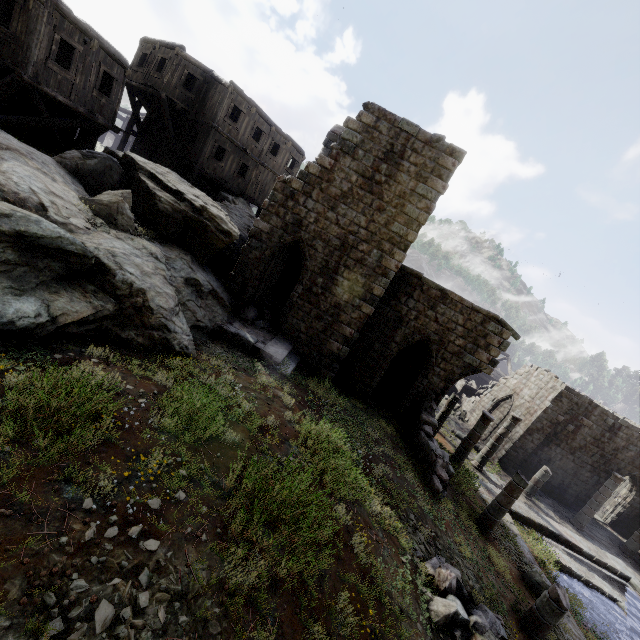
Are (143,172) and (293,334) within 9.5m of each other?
yes

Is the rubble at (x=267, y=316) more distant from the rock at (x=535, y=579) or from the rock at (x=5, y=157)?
the rock at (x=535, y=579)

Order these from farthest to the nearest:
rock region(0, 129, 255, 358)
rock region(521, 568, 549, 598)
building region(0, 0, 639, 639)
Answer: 1. building region(0, 0, 639, 639)
2. rock region(521, 568, 549, 598)
3. rock region(0, 129, 255, 358)

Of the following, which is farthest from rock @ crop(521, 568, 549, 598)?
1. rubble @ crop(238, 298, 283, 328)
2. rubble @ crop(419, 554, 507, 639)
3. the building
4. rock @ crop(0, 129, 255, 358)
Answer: rubble @ crop(238, 298, 283, 328)

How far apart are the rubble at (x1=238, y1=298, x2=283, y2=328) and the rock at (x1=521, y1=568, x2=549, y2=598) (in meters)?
12.79

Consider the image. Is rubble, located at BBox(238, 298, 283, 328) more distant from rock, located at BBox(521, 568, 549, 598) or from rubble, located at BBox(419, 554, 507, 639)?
rock, located at BBox(521, 568, 549, 598)

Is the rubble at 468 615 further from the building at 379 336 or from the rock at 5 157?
the rock at 5 157

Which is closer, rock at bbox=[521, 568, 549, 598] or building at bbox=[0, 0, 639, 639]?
rock at bbox=[521, 568, 549, 598]
